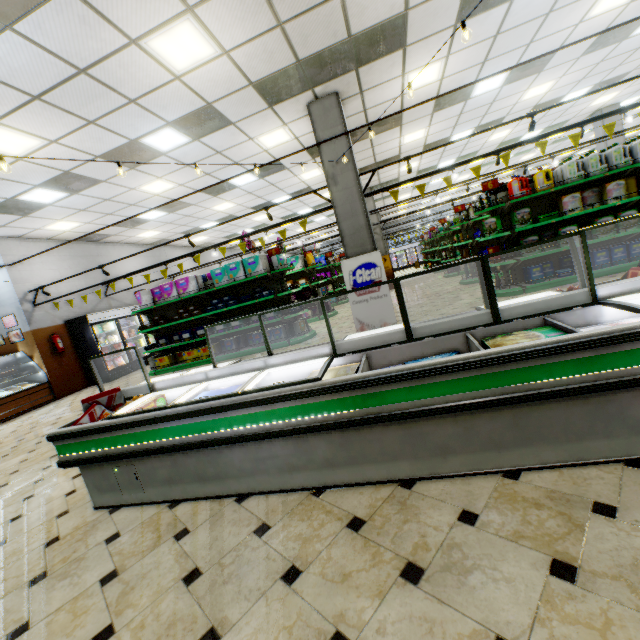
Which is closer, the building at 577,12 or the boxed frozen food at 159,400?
the boxed frozen food at 159,400

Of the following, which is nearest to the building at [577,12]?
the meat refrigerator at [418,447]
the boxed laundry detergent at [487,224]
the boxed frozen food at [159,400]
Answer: the meat refrigerator at [418,447]

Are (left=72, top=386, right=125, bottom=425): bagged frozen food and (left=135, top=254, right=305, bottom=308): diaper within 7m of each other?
yes

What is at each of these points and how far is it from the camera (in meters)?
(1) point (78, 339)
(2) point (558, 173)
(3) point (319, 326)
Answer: (1) wall refrigerator door, 10.44
(2) liquid laundry detergent, 6.44
(3) building, 10.04

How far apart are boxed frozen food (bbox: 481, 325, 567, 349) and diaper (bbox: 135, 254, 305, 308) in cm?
732

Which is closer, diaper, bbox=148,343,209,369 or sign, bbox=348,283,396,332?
sign, bbox=348,283,396,332

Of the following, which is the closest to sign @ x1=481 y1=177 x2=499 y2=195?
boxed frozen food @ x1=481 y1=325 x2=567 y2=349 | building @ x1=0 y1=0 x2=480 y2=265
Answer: building @ x1=0 y1=0 x2=480 y2=265

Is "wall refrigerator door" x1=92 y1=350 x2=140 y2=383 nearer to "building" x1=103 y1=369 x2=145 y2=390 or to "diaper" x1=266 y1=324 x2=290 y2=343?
"building" x1=103 y1=369 x2=145 y2=390
